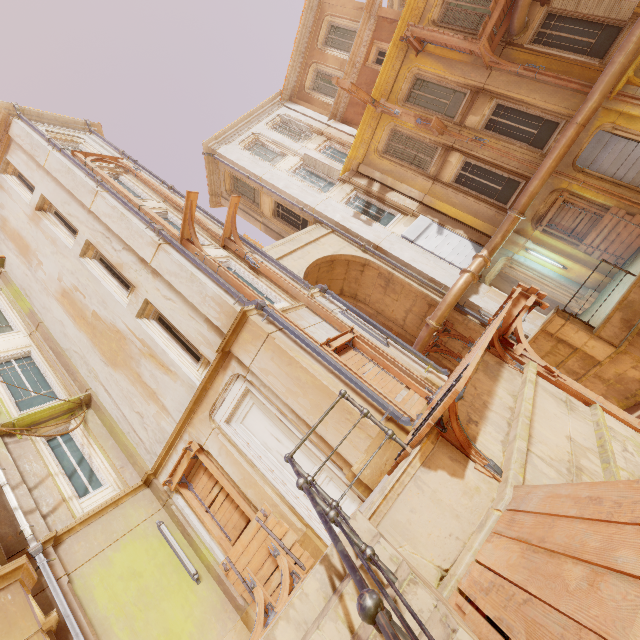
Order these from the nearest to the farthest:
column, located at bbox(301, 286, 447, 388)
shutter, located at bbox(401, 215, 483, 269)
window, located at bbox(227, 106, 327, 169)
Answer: column, located at bbox(301, 286, 447, 388)
shutter, located at bbox(401, 215, 483, 269)
window, located at bbox(227, 106, 327, 169)

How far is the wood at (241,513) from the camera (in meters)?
7.84

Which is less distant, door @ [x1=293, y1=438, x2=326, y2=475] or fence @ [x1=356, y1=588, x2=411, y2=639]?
fence @ [x1=356, y1=588, x2=411, y2=639]

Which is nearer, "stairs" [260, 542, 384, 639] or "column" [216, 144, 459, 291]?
"stairs" [260, 542, 384, 639]

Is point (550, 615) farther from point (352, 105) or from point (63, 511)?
point (352, 105)

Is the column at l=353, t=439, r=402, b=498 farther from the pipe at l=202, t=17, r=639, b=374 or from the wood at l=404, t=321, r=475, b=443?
the pipe at l=202, t=17, r=639, b=374

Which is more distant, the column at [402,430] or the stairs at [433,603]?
the column at [402,430]

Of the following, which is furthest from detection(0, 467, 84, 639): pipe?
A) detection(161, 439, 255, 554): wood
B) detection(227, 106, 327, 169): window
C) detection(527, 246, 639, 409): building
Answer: detection(227, 106, 327, 169): window
